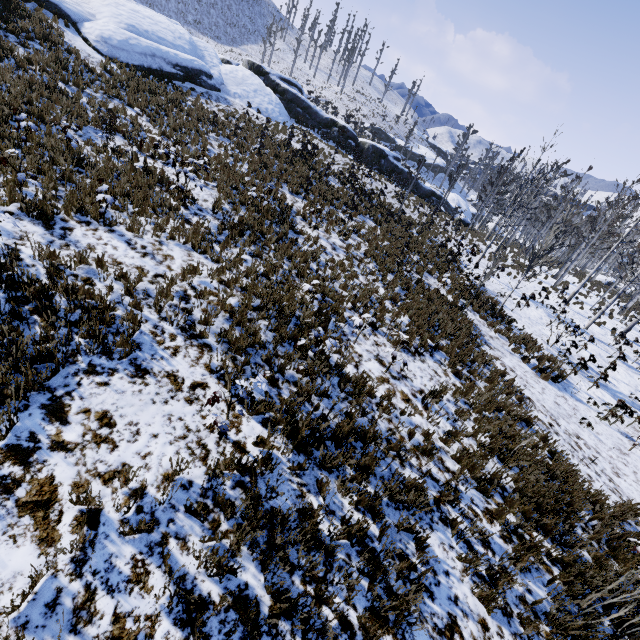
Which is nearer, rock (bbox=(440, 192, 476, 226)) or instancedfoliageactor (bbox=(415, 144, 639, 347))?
instancedfoliageactor (bbox=(415, 144, 639, 347))

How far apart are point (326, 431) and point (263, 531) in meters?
1.6

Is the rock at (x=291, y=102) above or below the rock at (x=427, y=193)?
above

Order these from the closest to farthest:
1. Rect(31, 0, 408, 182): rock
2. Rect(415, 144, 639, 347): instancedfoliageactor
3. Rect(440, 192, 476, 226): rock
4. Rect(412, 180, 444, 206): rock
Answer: Rect(415, 144, 639, 347): instancedfoliageactor < Rect(31, 0, 408, 182): rock < Rect(440, 192, 476, 226): rock < Rect(412, 180, 444, 206): rock

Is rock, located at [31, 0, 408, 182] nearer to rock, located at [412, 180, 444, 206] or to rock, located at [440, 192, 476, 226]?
rock, located at [412, 180, 444, 206]

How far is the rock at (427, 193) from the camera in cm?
3472

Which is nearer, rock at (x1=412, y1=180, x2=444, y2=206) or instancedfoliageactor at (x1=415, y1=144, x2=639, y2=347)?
instancedfoliageactor at (x1=415, y1=144, x2=639, y2=347)

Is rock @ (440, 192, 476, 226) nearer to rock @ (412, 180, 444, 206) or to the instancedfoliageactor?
rock @ (412, 180, 444, 206)
